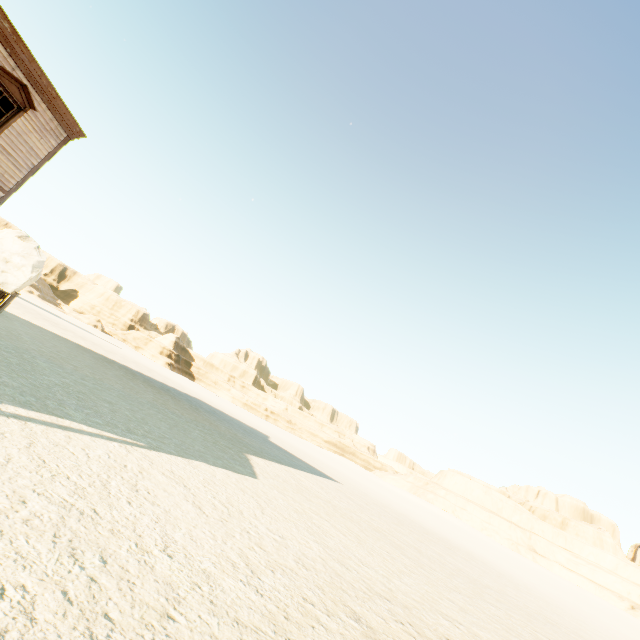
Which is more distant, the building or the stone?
the stone

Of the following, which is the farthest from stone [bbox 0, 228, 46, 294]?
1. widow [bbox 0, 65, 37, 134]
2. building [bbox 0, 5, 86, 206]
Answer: widow [bbox 0, 65, 37, 134]

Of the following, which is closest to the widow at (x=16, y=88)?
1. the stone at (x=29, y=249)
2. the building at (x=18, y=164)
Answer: the building at (x=18, y=164)

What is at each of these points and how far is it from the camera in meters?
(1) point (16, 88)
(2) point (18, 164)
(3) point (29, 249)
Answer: (1) widow, 9.5
(2) building, 10.6
(3) stone, 39.8

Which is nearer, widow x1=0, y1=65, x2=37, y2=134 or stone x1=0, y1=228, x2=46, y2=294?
widow x1=0, y1=65, x2=37, y2=134

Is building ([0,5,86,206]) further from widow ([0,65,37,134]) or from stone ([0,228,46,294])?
stone ([0,228,46,294])

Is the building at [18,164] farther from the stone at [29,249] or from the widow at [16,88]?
the stone at [29,249]
